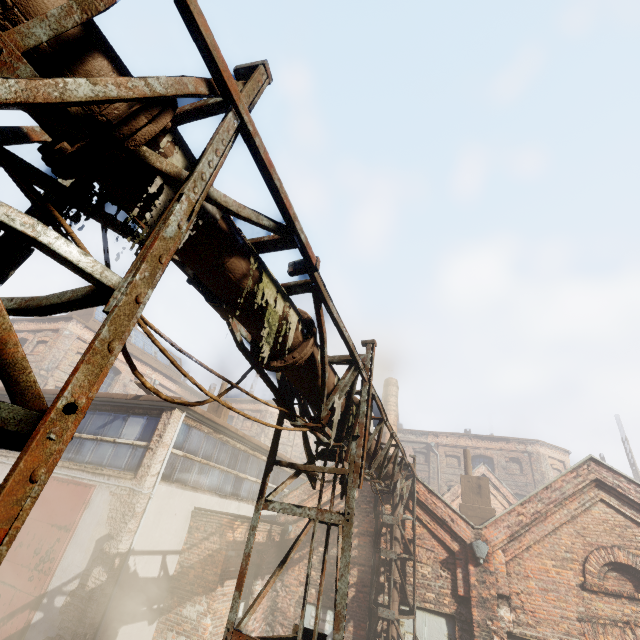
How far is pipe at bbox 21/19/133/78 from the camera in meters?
1.3 m

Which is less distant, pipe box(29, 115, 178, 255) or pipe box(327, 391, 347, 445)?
pipe box(29, 115, 178, 255)

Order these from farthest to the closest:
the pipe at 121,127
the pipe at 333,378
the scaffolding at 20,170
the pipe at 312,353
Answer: the pipe at 333,378 < the pipe at 312,353 < the pipe at 121,127 < the scaffolding at 20,170

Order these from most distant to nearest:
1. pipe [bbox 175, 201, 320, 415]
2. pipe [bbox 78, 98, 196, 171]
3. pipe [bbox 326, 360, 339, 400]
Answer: pipe [bbox 326, 360, 339, 400], pipe [bbox 175, 201, 320, 415], pipe [bbox 78, 98, 196, 171]

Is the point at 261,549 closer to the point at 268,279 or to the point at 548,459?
the point at 268,279

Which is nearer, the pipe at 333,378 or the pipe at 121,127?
the pipe at 121,127
